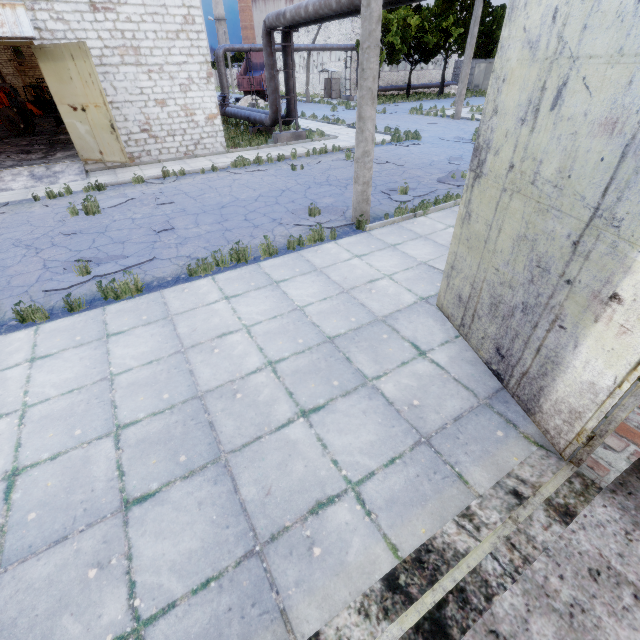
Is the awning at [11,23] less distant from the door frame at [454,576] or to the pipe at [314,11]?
the pipe at [314,11]

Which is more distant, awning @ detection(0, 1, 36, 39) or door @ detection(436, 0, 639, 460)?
awning @ detection(0, 1, 36, 39)

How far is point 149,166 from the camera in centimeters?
1463cm

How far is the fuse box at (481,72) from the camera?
42.4 meters

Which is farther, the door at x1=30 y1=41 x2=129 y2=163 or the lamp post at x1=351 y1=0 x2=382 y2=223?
the door at x1=30 y1=41 x2=129 y2=163

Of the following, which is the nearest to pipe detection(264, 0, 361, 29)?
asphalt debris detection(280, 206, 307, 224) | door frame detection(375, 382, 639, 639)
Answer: door frame detection(375, 382, 639, 639)

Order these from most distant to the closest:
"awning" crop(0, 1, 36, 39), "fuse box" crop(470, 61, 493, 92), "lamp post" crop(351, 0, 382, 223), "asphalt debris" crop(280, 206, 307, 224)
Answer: "fuse box" crop(470, 61, 493, 92) → "awning" crop(0, 1, 36, 39) → "asphalt debris" crop(280, 206, 307, 224) → "lamp post" crop(351, 0, 382, 223)

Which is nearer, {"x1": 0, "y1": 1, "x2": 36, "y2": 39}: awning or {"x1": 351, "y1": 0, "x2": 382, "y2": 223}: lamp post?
{"x1": 351, "y1": 0, "x2": 382, "y2": 223}: lamp post
